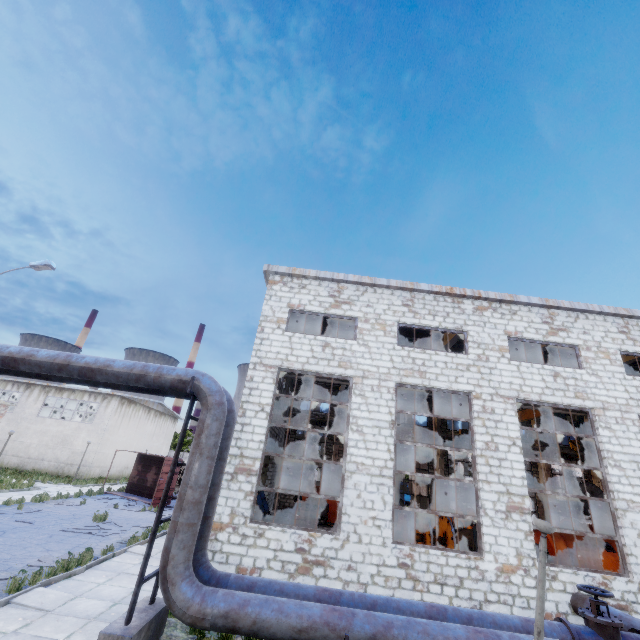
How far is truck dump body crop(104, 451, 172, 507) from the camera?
21.6 meters

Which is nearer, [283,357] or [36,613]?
[36,613]

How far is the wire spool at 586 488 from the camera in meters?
16.2 m

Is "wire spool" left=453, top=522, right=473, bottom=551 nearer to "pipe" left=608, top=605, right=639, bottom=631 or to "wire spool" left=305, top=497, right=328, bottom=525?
"pipe" left=608, top=605, right=639, bottom=631

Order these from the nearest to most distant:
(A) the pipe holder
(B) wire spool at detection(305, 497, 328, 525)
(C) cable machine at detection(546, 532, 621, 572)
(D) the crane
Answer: (A) the pipe holder, (C) cable machine at detection(546, 532, 621, 572), (D) the crane, (B) wire spool at detection(305, 497, 328, 525)

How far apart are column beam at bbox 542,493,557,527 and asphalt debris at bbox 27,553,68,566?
30.94m

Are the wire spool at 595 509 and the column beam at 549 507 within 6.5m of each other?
no

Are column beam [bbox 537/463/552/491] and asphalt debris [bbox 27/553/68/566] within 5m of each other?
no
